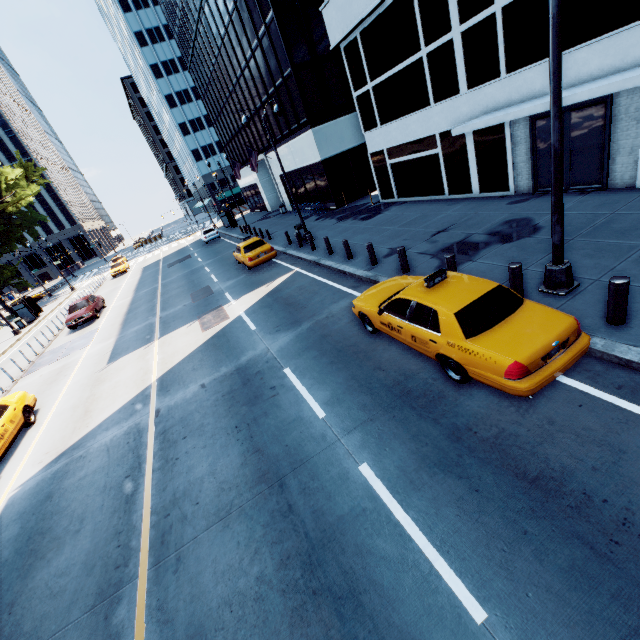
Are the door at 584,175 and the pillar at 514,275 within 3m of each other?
no

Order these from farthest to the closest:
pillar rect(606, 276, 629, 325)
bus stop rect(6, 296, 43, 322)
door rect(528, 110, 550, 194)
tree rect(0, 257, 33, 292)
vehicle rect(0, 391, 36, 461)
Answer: tree rect(0, 257, 33, 292) < bus stop rect(6, 296, 43, 322) < door rect(528, 110, 550, 194) < vehicle rect(0, 391, 36, 461) < pillar rect(606, 276, 629, 325)

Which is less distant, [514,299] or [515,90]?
[514,299]

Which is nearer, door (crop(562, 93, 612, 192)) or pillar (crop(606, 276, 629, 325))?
pillar (crop(606, 276, 629, 325))

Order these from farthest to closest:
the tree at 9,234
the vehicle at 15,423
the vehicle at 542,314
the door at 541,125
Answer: the tree at 9,234 → the door at 541,125 → the vehicle at 15,423 → the vehicle at 542,314

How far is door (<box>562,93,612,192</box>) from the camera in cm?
1018
